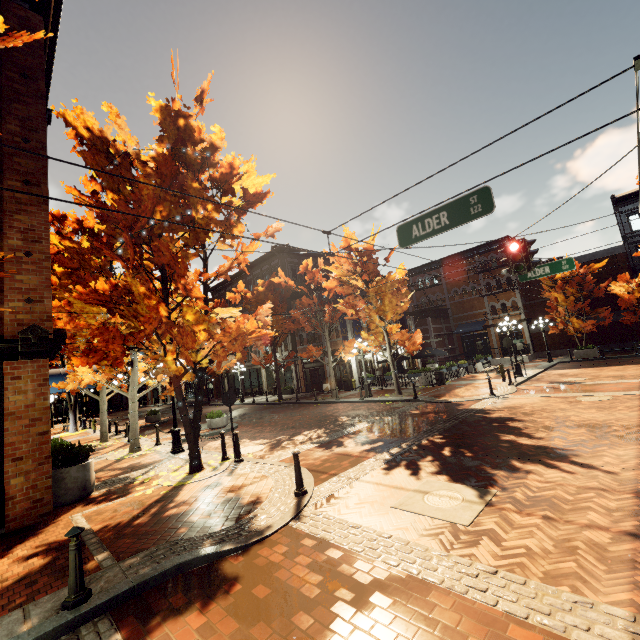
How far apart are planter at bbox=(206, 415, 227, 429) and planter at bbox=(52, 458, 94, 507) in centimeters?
732cm

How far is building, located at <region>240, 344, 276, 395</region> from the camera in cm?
3309

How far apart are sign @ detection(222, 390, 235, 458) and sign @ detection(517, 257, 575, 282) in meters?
11.1 m

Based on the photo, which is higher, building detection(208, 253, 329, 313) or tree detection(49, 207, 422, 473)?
building detection(208, 253, 329, 313)

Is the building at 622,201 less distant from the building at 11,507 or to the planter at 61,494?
the building at 11,507

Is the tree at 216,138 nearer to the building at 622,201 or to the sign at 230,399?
the sign at 230,399

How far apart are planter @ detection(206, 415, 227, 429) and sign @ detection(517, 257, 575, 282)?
14.4 meters

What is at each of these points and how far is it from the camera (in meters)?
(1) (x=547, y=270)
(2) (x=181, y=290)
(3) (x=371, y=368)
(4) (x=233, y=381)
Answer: (1) sign, 11.57
(2) tree, 7.93
(3) building, 27.36
(4) building, 38.56
